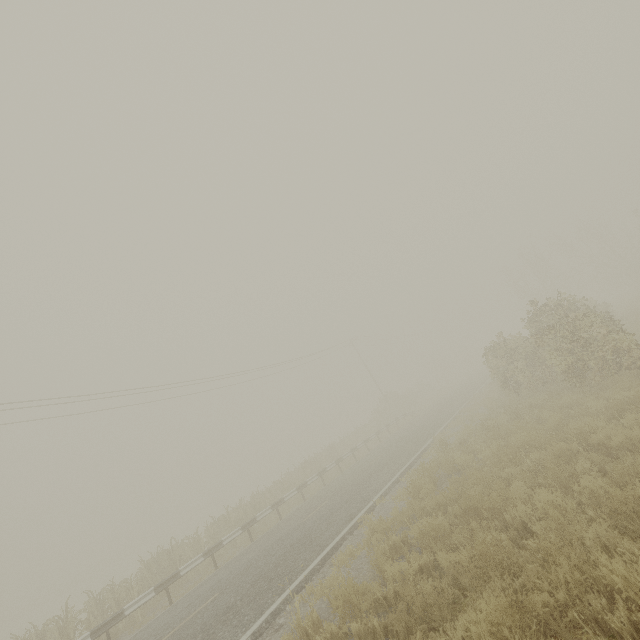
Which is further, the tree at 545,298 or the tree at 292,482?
the tree at 292,482

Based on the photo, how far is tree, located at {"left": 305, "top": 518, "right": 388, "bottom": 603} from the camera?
6.9m

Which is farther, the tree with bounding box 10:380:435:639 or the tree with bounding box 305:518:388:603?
the tree with bounding box 10:380:435:639

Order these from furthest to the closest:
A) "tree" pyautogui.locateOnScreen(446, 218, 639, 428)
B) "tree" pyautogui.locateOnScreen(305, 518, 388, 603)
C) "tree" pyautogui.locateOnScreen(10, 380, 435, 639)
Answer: "tree" pyautogui.locateOnScreen(10, 380, 435, 639) → "tree" pyautogui.locateOnScreen(446, 218, 639, 428) → "tree" pyautogui.locateOnScreen(305, 518, 388, 603)

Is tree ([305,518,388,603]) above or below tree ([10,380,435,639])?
below

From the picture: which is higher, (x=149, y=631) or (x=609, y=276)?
(x=609, y=276)
